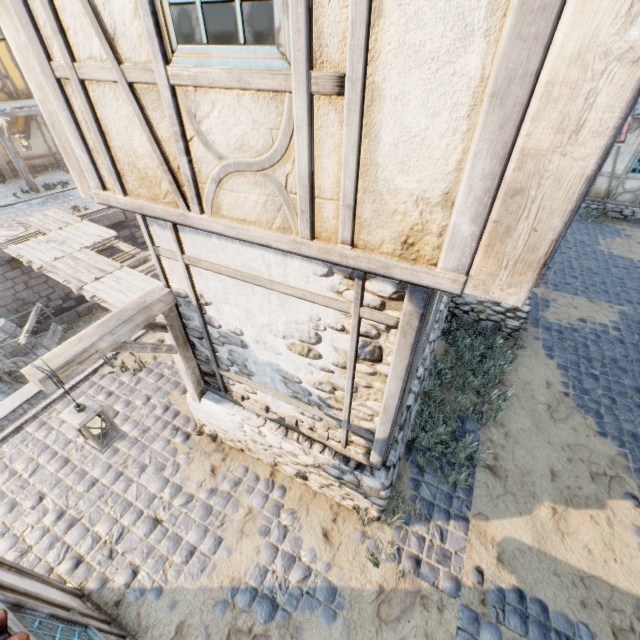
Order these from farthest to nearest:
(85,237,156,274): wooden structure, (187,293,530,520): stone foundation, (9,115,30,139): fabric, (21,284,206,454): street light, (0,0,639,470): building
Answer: (9,115,30,139): fabric
(85,237,156,274): wooden structure
(187,293,530,520): stone foundation
(21,284,206,454): street light
(0,0,639,470): building

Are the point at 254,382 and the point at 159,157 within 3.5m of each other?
yes

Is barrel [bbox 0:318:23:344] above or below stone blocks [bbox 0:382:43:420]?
below

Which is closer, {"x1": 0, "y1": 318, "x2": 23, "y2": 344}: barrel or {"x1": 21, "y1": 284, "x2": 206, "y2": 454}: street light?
{"x1": 21, "y1": 284, "x2": 206, "y2": 454}: street light

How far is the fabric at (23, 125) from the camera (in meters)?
15.58

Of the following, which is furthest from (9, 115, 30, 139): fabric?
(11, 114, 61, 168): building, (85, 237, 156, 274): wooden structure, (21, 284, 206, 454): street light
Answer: (21, 284, 206, 454): street light

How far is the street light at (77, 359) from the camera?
2.91m

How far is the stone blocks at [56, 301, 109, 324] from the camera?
12.6 meters
